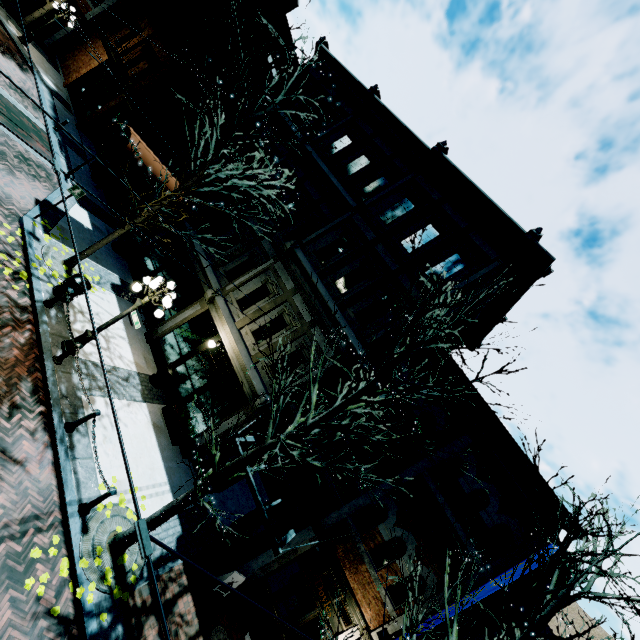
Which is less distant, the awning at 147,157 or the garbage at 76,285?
the garbage at 76,285

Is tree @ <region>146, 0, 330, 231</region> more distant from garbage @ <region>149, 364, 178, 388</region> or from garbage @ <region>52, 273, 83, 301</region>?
garbage @ <region>149, 364, 178, 388</region>

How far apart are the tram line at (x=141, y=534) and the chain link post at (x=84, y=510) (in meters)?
6.19

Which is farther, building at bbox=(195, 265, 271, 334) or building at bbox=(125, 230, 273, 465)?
building at bbox=(195, 265, 271, 334)

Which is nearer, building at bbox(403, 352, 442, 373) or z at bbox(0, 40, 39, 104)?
building at bbox(403, 352, 442, 373)

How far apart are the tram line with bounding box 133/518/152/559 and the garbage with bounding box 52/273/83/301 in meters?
10.1 m

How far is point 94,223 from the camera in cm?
1486

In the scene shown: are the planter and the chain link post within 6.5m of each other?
yes
